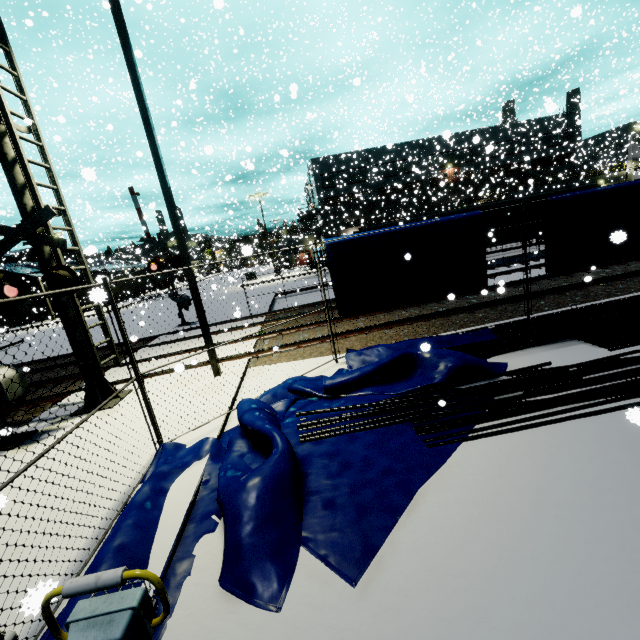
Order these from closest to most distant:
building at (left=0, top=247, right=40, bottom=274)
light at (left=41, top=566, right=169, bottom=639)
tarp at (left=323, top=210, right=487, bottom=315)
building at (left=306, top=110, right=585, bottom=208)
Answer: light at (left=41, top=566, right=169, bottom=639)
tarp at (left=323, top=210, right=487, bottom=315)
building at (left=0, top=247, right=40, bottom=274)
building at (left=306, top=110, right=585, bottom=208)

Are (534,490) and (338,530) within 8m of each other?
yes

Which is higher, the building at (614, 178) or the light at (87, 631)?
the building at (614, 178)

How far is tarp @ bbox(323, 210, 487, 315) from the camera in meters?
7.8

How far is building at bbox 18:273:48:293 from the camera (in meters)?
38.11

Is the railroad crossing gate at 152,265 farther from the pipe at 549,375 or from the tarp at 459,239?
the pipe at 549,375

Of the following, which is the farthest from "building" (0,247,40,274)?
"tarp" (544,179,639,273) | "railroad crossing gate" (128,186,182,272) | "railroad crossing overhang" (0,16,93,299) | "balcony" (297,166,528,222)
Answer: "railroad crossing gate" (128,186,182,272)
